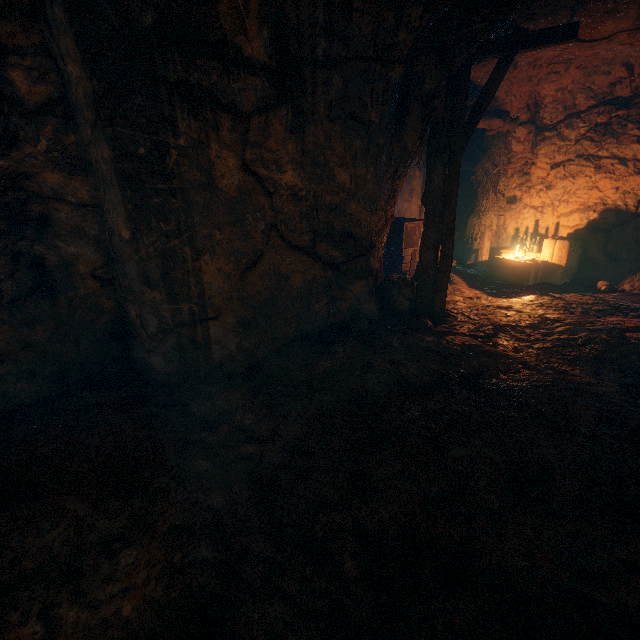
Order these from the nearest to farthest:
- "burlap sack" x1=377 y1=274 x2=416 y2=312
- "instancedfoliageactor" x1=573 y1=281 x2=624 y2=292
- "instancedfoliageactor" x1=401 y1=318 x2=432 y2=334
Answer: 1. "instancedfoliageactor" x1=401 y1=318 x2=432 y2=334
2. "burlap sack" x1=377 y1=274 x2=416 y2=312
3. "instancedfoliageactor" x1=573 y1=281 x2=624 y2=292

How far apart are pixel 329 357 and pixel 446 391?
1.7 meters

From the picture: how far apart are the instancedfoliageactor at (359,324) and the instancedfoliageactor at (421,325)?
0.7 meters

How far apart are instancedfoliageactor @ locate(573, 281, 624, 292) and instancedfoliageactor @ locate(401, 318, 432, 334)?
4.5 meters

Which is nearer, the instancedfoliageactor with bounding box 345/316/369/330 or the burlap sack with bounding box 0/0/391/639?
the burlap sack with bounding box 0/0/391/639

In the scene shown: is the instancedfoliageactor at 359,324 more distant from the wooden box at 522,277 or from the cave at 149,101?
the wooden box at 522,277

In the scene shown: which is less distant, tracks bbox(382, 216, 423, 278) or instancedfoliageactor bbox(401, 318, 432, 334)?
instancedfoliageactor bbox(401, 318, 432, 334)

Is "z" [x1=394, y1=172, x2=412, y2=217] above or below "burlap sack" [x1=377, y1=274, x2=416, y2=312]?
above
